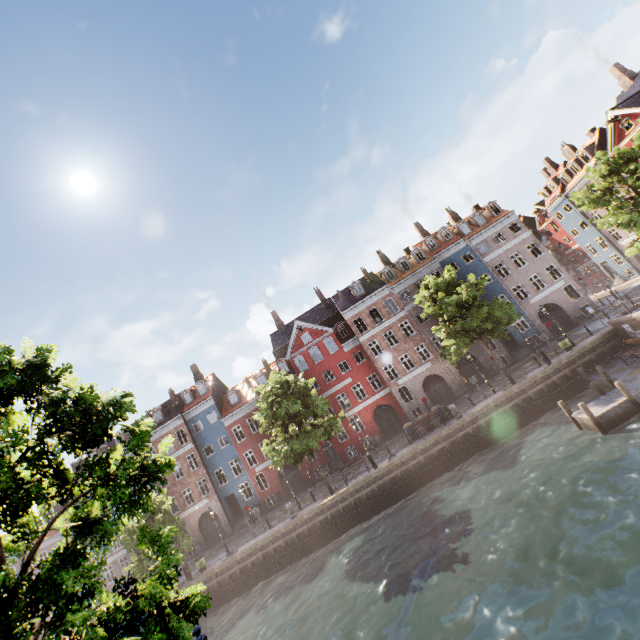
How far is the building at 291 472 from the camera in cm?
3378

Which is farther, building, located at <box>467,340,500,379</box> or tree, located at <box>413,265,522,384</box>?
building, located at <box>467,340,500,379</box>

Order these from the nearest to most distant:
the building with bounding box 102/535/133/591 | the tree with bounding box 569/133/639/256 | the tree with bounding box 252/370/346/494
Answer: the tree with bounding box 569/133/639/256 → the tree with bounding box 252/370/346/494 → the building with bounding box 102/535/133/591

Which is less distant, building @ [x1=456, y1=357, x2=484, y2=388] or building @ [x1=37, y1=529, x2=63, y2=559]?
building @ [x1=456, y1=357, x2=484, y2=388]

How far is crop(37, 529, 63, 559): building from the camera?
43.7 meters

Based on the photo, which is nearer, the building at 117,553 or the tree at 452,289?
the tree at 452,289

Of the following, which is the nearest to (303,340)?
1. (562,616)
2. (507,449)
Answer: (507,449)
